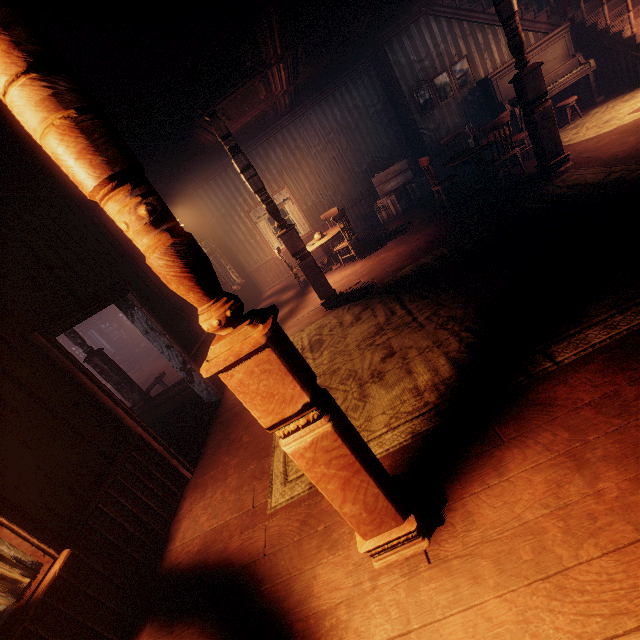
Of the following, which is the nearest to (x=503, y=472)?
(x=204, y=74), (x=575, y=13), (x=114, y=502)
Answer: (x=114, y=502)

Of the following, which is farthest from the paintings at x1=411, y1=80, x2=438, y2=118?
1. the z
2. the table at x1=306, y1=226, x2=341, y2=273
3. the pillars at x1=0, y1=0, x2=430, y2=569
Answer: the pillars at x1=0, y1=0, x2=430, y2=569

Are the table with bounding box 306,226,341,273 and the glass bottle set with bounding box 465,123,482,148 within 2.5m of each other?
no

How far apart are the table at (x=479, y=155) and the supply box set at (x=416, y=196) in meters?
1.5 m

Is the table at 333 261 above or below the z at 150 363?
above

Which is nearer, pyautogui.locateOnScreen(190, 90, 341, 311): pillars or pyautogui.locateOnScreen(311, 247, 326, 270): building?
pyautogui.locateOnScreen(190, 90, 341, 311): pillars

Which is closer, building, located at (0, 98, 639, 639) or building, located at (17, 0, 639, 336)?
building, located at (0, 98, 639, 639)

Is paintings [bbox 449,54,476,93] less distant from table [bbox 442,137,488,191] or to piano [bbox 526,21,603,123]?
piano [bbox 526,21,603,123]
